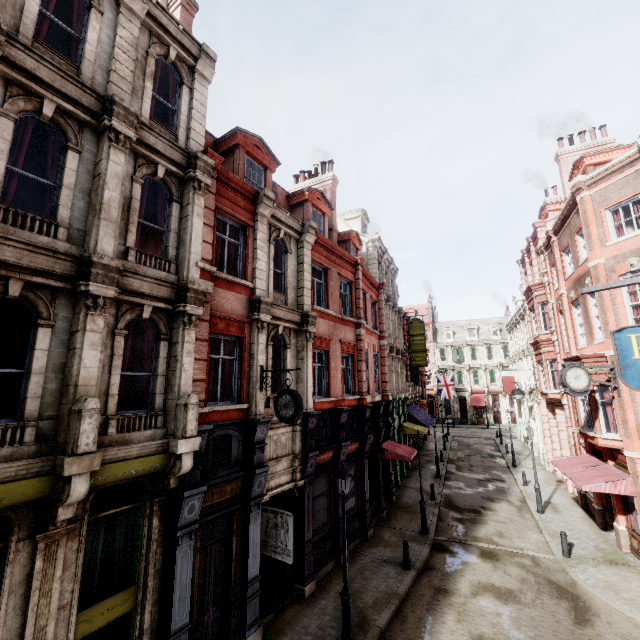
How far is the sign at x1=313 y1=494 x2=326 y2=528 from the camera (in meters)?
12.73

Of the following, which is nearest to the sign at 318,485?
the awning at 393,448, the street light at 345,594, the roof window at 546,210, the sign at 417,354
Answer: the street light at 345,594

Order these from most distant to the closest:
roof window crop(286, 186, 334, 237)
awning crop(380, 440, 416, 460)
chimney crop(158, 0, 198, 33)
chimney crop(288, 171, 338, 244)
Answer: chimney crop(288, 171, 338, 244) < awning crop(380, 440, 416, 460) < roof window crop(286, 186, 334, 237) < chimney crop(158, 0, 198, 33)

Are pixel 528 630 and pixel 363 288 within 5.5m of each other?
no

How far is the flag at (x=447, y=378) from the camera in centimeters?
3619cm

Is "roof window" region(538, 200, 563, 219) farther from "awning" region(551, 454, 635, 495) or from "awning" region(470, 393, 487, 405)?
"awning" region(470, 393, 487, 405)

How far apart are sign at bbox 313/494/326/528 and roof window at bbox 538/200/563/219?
24.59m

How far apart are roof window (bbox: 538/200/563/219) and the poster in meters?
26.8
